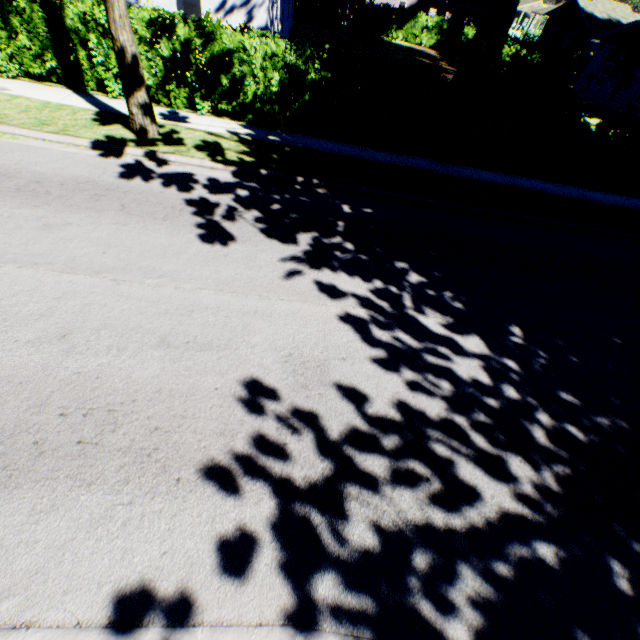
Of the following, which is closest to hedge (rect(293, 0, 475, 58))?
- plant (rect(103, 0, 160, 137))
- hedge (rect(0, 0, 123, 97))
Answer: hedge (rect(0, 0, 123, 97))

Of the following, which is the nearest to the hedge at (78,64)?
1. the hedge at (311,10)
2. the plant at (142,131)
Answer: the hedge at (311,10)

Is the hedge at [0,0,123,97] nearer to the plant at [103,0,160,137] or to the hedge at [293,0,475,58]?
the hedge at [293,0,475,58]

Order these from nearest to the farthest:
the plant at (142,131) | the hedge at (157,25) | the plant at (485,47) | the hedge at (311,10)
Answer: the plant at (142,131), the hedge at (157,25), the plant at (485,47), the hedge at (311,10)

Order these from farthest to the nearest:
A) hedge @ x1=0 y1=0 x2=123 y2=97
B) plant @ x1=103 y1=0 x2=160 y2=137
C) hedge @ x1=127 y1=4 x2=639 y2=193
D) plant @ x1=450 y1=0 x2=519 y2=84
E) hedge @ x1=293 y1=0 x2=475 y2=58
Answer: hedge @ x1=293 y1=0 x2=475 y2=58 < plant @ x1=450 y1=0 x2=519 y2=84 < hedge @ x1=127 y1=4 x2=639 y2=193 < hedge @ x1=0 y1=0 x2=123 y2=97 < plant @ x1=103 y1=0 x2=160 y2=137

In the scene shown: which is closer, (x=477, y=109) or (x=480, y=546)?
(x=480, y=546)

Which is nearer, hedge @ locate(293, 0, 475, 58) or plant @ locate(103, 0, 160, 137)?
plant @ locate(103, 0, 160, 137)
